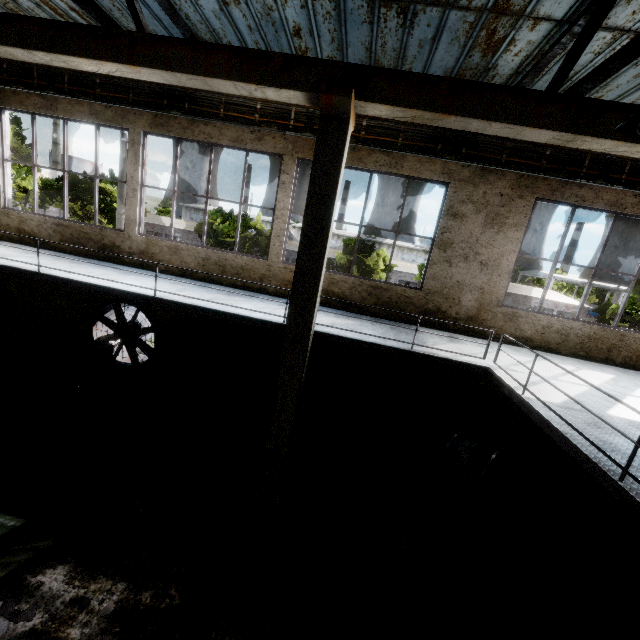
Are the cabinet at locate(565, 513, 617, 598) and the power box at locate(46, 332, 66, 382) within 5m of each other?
no

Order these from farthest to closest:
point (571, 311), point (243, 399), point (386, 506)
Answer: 1. point (571, 311)
2. point (243, 399)
3. point (386, 506)

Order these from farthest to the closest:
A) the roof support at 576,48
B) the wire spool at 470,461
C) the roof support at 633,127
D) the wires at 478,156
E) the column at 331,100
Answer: Answer: the wires at 478,156, the wire spool at 470,461, the column at 331,100, the roof support at 576,48, the roof support at 633,127

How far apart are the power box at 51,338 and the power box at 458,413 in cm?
1147

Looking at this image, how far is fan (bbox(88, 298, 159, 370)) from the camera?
9.23m

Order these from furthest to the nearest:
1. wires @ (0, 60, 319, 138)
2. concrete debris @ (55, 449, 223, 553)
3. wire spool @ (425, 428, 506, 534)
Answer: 1. wires @ (0, 60, 319, 138)
2. wire spool @ (425, 428, 506, 534)
3. concrete debris @ (55, 449, 223, 553)

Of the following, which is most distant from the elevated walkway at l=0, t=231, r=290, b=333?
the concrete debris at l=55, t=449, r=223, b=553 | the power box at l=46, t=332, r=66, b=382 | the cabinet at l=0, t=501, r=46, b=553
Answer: the cabinet at l=0, t=501, r=46, b=553

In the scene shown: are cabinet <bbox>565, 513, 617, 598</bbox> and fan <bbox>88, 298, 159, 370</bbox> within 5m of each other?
no
